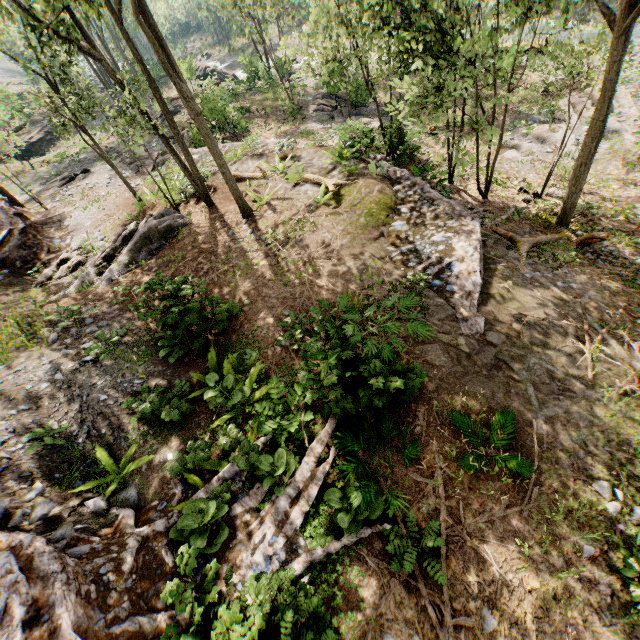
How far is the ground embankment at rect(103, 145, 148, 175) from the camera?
20.6m

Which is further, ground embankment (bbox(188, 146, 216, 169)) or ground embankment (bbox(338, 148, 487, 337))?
ground embankment (bbox(188, 146, 216, 169))

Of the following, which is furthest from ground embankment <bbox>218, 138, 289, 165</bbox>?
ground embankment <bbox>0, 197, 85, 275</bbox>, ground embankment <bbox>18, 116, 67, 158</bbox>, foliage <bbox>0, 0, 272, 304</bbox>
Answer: ground embankment <bbox>0, 197, 85, 275</bbox>

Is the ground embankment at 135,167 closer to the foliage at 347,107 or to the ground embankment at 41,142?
the foliage at 347,107

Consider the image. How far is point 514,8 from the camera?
9.0m

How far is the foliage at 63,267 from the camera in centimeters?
1331cm

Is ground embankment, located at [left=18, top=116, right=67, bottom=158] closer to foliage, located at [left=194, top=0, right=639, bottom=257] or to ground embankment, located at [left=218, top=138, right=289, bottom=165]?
ground embankment, located at [left=218, top=138, right=289, bottom=165]

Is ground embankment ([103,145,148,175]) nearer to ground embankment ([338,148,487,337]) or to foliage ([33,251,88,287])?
foliage ([33,251,88,287])
